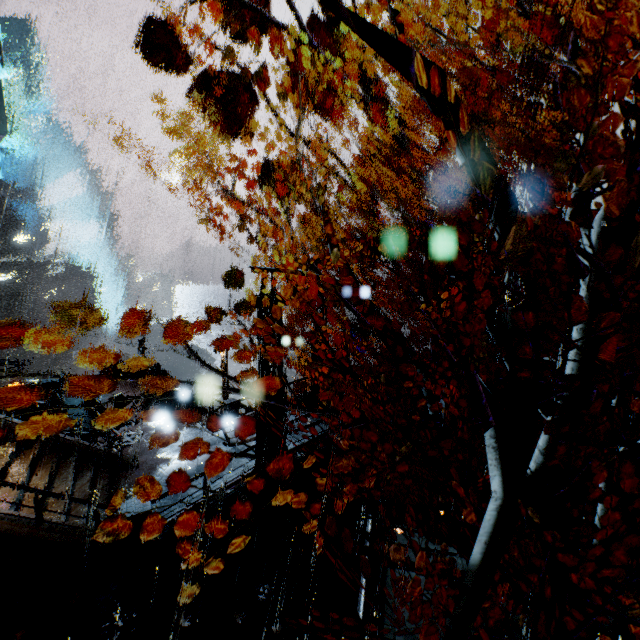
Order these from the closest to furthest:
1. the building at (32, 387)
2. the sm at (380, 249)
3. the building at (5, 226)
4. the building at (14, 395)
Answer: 1. the sm at (380, 249)
2. the building at (32, 387)
3. the building at (14, 395)
4. the building at (5, 226)

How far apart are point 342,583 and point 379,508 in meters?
3.1

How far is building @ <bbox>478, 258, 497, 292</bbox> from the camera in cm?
1138

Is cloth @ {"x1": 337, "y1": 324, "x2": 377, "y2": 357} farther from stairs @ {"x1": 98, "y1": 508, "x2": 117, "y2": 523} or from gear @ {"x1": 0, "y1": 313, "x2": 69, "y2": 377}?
gear @ {"x1": 0, "y1": 313, "x2": 69, "y2": 377}

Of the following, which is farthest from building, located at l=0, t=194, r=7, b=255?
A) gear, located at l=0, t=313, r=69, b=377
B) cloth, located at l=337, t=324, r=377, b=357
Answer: cloth, located at l=337, t=324, r=377, b=357

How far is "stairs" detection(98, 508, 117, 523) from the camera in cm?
1049

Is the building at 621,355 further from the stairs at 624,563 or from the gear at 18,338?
the gear at 18,338

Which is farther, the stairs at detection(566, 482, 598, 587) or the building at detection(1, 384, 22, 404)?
the building at detection(1, 384, 22, 404)
